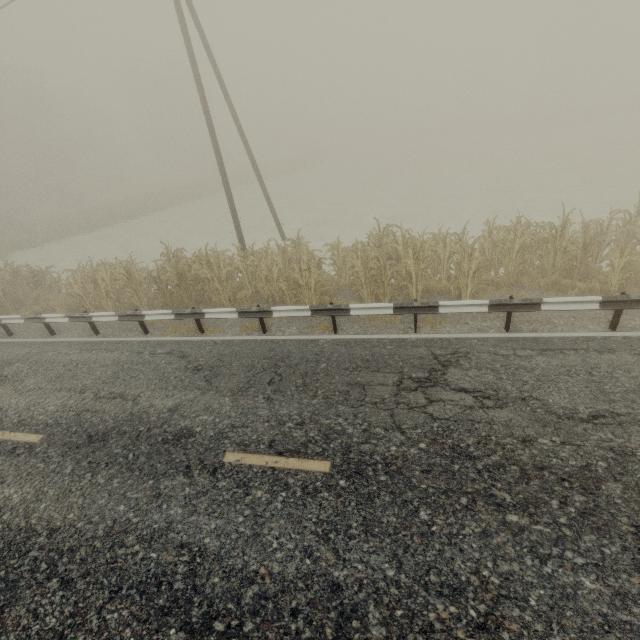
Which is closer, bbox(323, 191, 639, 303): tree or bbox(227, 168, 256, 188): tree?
bbox(323, 191, 639, 303): tree

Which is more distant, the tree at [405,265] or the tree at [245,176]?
the tree at [245,176]

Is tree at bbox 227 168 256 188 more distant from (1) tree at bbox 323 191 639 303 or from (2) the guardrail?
(2) the guardrail

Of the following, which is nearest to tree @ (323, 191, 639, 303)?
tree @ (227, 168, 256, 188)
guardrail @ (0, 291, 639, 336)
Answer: guardrail @ (0, 291, 639, 336)

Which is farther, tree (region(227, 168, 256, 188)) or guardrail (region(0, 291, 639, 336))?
tree (region(227, 168, 256, 188))

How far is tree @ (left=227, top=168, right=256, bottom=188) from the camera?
42.81m

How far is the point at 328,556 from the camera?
3.81m

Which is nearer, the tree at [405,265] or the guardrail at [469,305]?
the guardrail at [469,305]
